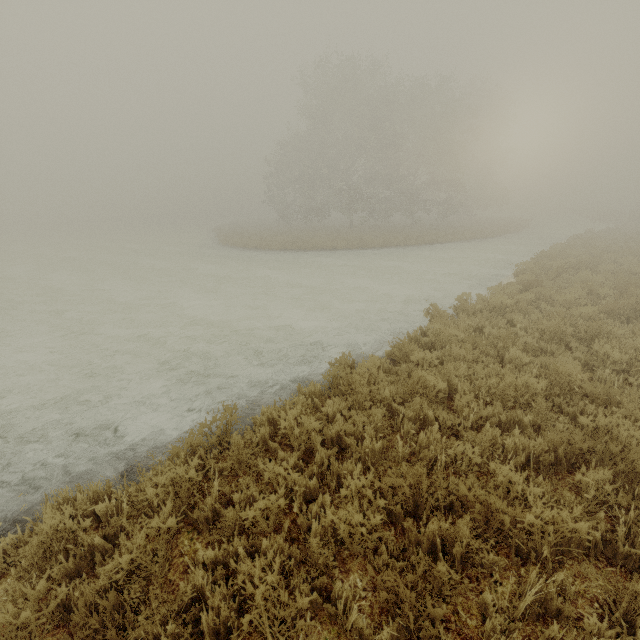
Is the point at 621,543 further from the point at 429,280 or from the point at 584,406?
the point at 429,280
